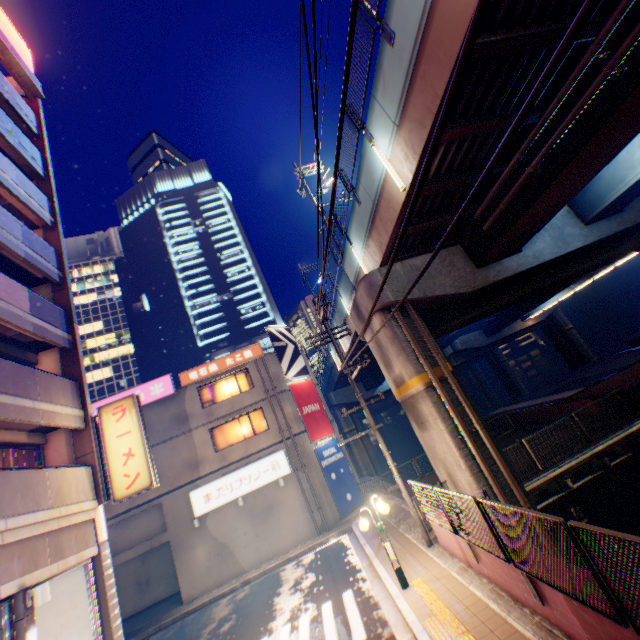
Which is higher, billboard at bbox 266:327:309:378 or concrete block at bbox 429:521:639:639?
billboard at bbox 266:327:309:378

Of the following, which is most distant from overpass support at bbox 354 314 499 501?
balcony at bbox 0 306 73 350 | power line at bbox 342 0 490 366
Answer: balcony at bbox 0 306 73 350

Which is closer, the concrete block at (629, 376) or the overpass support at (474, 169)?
the overpass support at (474, 169)

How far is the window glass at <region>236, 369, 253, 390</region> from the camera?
22.9m

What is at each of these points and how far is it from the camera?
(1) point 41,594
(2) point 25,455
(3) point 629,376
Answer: (1) street lamp, 7.5m
(2) curtain, 10.6m
(3) concrete block, 18.7m

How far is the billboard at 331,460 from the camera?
20.5m

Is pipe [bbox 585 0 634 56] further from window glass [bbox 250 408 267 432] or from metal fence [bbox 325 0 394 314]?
window glass [bbox 250 408 267 432]

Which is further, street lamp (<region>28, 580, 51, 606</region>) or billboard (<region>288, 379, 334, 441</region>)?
billboard (<region>288, 379, 334, 441</region>)
